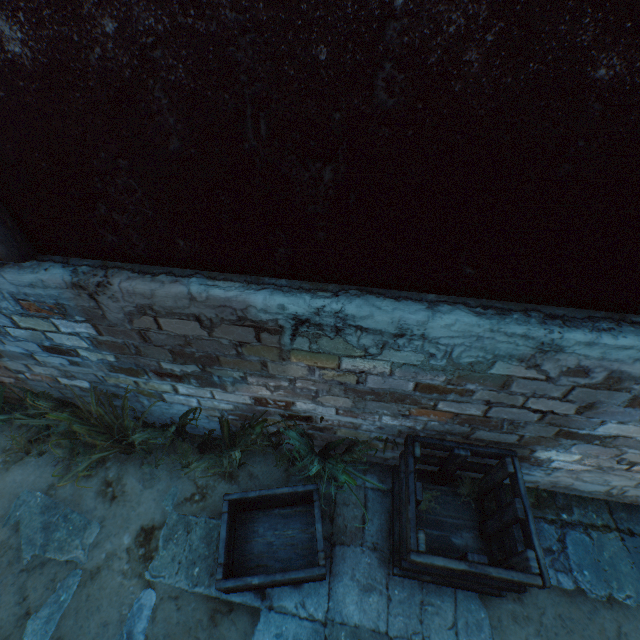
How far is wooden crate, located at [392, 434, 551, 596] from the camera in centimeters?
192cm

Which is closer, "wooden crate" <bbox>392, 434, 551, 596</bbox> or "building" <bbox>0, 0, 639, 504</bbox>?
"building" <bbox>0, 0, 639, 504</bbox>

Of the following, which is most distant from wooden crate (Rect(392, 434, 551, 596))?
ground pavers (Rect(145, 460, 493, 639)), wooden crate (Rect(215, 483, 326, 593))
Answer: wooden crate (Rect(215, 483, 326, 593))

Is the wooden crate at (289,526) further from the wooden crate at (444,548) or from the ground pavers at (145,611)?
the wooden crate at (444,548)

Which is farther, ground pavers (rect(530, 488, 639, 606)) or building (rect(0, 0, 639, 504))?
ground pavers (rect(530, 488, 639, 606))

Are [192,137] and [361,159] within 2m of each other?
yes

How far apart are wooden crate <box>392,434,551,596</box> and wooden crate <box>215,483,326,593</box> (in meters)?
0.55

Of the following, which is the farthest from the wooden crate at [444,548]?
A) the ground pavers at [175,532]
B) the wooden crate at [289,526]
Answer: the wooden crate at [289,526]
